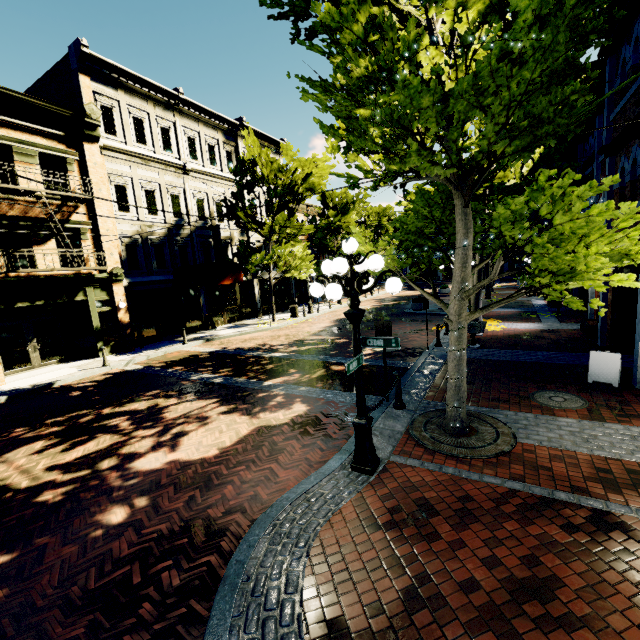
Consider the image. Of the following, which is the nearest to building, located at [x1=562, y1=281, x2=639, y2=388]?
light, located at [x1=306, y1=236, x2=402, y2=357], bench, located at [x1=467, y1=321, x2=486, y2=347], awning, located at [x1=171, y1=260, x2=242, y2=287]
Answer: awning, located at [x1=171, y1=260, x2=242, y2=287]

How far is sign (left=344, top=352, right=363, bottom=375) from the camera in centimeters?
439cm

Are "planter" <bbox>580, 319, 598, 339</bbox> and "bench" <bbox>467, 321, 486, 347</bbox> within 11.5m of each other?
yes

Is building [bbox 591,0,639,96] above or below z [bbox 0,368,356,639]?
above

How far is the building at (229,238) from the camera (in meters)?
21.62

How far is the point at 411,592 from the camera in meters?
3.3 m

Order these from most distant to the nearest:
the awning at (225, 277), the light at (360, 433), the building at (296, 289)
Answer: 1. the building at (296, 289)
2. the awning at (225, 277)
3. the light at (360, 433)

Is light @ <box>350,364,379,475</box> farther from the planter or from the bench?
the planter
